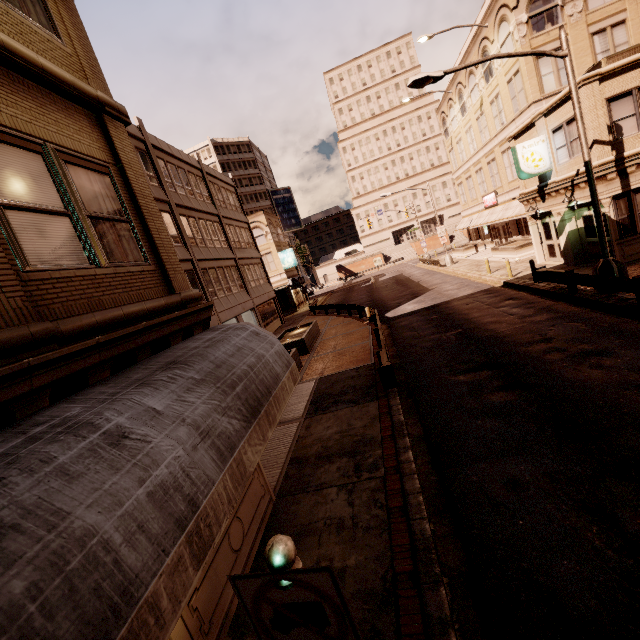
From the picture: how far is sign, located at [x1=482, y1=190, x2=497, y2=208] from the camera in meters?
32.0

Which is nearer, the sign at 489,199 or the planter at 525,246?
the planter at 525,246

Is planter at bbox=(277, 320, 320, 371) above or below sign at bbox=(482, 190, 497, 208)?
below

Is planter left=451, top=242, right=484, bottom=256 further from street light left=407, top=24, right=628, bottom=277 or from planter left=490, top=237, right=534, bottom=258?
street light left=407, top=24, right=628, bottom=277

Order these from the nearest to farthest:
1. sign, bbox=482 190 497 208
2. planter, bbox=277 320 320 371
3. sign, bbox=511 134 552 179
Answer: planter, bbox=277 320 320 371, sign, bbox=511 134 552 179, sign, bbox=482 190 497 208

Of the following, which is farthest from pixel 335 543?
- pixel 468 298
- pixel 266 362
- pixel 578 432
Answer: pixel 468 298

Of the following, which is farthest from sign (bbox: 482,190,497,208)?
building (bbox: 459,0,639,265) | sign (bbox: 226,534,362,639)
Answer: sign (bbox: 226,534,362,639)

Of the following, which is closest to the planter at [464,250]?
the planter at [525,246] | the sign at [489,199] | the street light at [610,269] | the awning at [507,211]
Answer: the awning at [507,211]
